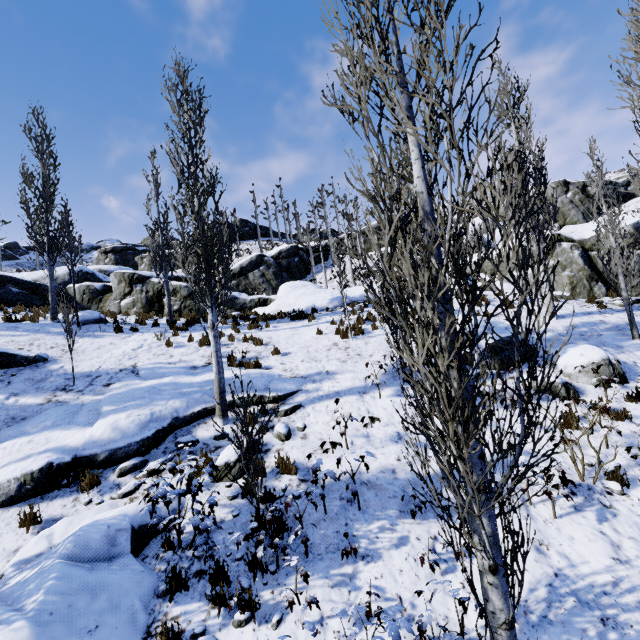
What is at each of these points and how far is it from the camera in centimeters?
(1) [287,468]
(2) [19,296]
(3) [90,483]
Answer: (1) instancedfoliageactor, 654cm
(2) rock, 1880cm
(3) instancedfoliageactor, 643cm

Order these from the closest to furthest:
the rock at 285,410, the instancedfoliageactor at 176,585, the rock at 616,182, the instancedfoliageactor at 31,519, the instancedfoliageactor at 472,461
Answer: the instancedfoliageactor at 472,461 → the instancedfoliageactor at 176,585 → the instancedfoliageactor at 31,519 → the rock at 285,410 → the rock at 616,182

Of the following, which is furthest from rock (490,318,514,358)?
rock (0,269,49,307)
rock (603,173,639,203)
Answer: rock (603,173,639,203)

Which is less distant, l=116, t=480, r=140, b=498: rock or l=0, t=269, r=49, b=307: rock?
l=116, t=480, r=140, b=498: rock

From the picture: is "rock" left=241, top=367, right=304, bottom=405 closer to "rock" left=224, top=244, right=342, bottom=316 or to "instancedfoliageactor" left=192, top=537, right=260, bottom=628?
"instancedfoliageactor" left=192, top=537, right=260, bottom=628

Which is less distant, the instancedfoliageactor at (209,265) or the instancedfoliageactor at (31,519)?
the instancedfoliageactor at (209,265)

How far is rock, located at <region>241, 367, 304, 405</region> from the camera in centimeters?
872cm

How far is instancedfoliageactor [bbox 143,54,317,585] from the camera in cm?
510
